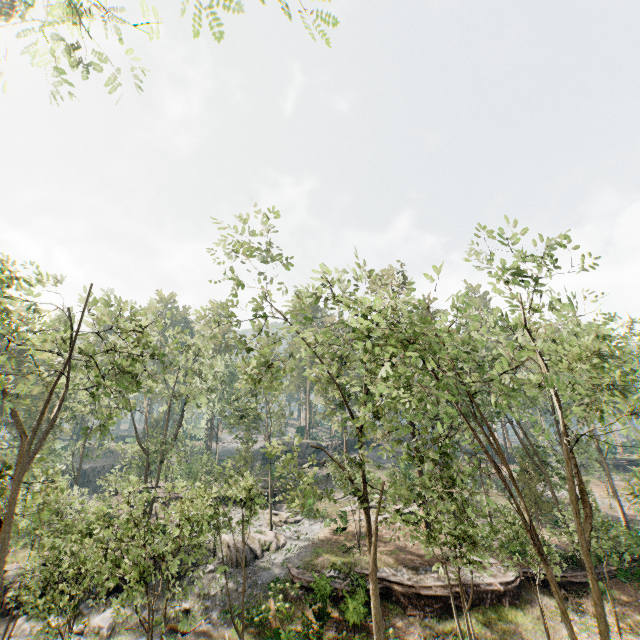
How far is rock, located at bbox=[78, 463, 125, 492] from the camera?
52.49m

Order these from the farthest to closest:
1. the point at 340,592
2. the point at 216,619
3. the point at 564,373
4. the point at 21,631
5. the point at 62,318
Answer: the point at 340,592 → the point at 216,619 → the point at 21,631 → the point at 62,318 → the point at 564,373

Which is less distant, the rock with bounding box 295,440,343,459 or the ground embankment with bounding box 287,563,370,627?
the ground embankment with bounding box 287,563,370,627

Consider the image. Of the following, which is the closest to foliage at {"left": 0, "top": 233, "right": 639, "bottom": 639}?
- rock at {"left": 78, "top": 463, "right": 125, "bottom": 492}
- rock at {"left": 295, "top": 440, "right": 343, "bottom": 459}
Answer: rock at {"left": 295, "top": 440, "right": 343, "bottom": 459}

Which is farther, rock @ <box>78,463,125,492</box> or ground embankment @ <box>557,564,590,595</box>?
rock @ <box>78,463,125,492</box>

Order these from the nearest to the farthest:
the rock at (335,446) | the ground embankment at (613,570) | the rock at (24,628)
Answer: the rock at (24,628) → the ground embankment at (613,570) → the rock at (335,446)

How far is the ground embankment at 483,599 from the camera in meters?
20.5 m

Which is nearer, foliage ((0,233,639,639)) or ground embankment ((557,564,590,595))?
foliage ((0,233,639,639))
